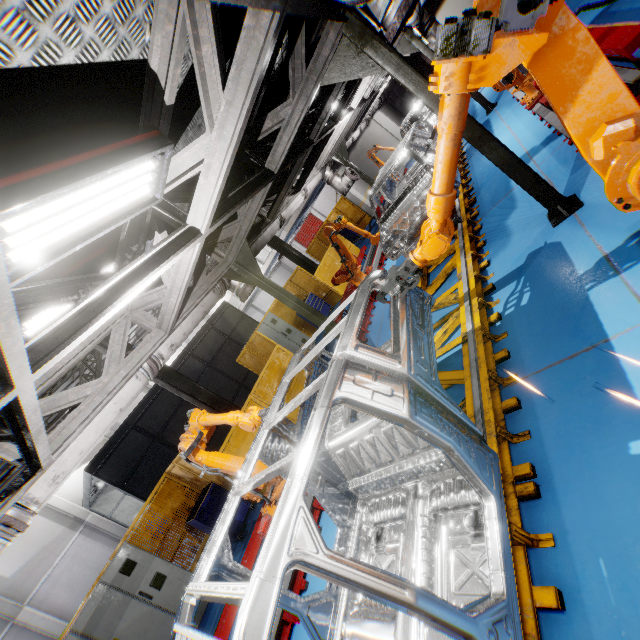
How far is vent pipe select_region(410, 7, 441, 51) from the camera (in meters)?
9.13

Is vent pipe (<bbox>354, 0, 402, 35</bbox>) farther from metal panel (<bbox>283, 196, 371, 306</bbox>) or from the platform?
metal panel (<bbox>283, 196, 371, 306</bbox>)

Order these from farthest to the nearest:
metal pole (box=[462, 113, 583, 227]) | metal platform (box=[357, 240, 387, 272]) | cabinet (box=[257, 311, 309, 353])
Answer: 1. cabinet (box=[257, 311, 309, 353])
2. metal platform (box=[357, 240, 387, 272])
3. metal pole (box=[462, 113, 583, 227])

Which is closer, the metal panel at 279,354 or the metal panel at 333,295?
the metal panel at 279,354

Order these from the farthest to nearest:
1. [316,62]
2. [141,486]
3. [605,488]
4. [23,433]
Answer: [141,486], [316,62], [23,433], [605,488]

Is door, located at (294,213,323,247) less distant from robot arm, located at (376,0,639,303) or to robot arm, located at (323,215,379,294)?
robot arm, located at (323,215,379,294)

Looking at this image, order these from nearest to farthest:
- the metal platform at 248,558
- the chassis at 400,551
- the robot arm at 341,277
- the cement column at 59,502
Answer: the chassis at 400,551 → the metal platform at 248,558 → the robot arm at 341,277 → the cement column at 59,502

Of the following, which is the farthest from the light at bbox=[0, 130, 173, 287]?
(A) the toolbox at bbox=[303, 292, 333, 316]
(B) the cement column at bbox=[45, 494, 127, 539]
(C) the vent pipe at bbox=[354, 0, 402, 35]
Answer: (B) the cement column at bbox=[45, 494, 127, 539]
